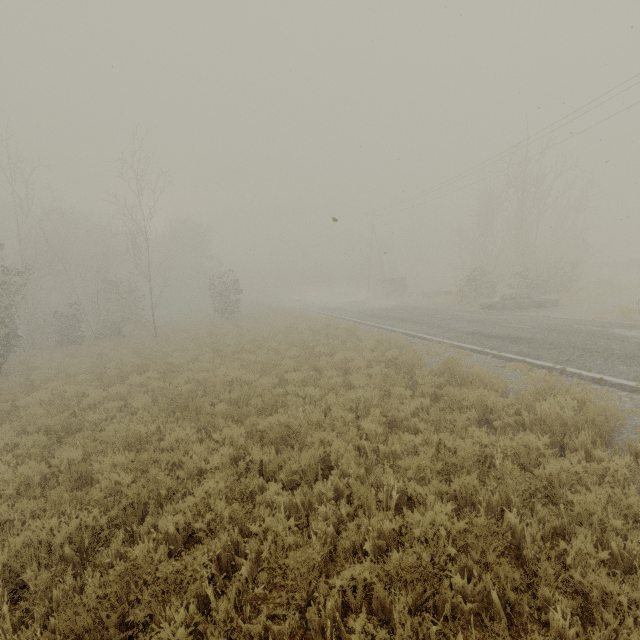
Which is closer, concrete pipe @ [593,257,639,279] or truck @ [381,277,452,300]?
truck @ [381,277,452,300]

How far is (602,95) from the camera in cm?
1656

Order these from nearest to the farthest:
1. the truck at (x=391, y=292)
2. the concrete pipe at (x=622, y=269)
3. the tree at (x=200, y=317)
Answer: the tree at (x=200, y=317)
the truck at (x=391, y=292)
the concrete pipe at (x=622, y=269)

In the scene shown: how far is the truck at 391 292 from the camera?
31.6m

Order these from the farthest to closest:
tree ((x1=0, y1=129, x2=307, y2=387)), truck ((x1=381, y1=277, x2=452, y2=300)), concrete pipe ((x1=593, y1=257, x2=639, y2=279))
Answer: concrete pipe ((x1=593, y1=257, x2=639, y2=279)) → truck ((x1=381, y1=277, x2=452, y2=300)) → tree ((x1=0, y1=129, x2=307, y2=387))

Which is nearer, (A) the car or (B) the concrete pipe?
(A) the car

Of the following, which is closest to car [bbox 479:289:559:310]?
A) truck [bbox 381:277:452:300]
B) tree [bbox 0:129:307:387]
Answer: truck [bbox 381:277:452:300]

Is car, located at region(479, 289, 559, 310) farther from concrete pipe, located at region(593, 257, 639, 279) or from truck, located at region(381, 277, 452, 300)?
concrete pipe, located at region(593, 257, 639, 279)
